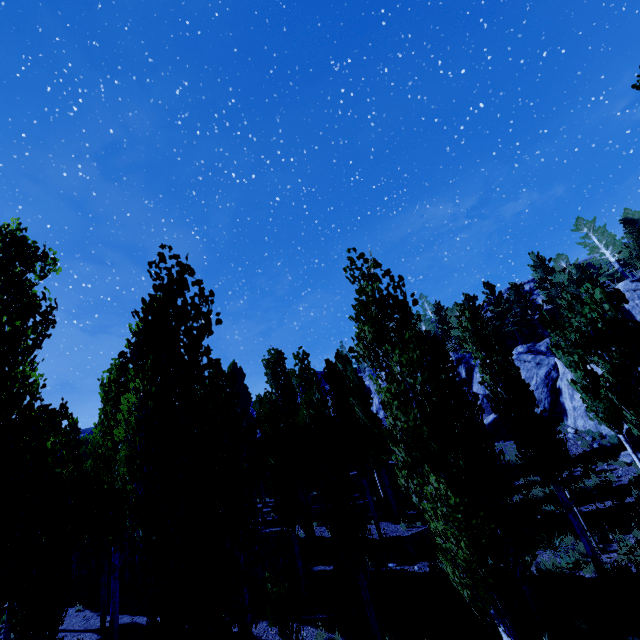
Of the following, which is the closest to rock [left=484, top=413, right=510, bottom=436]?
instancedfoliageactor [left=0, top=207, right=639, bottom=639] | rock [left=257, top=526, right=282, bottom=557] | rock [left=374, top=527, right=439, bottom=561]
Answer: instancedfoliageactor [left=0, top=207, right=639, bottom=639]

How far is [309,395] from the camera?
15.47m

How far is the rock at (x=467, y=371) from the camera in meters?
36.0

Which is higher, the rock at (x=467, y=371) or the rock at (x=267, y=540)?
the rock at (x=467, y=371)

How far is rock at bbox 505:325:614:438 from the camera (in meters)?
23.71

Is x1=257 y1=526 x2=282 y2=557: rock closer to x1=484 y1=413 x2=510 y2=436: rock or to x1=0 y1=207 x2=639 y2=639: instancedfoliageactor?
x1=0 y1=207 x2=639 y2=639: instancedfoliageactor

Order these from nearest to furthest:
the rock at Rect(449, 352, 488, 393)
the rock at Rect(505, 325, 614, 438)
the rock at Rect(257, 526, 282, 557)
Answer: the rock at Rect(257, 526, 282, 557) → the rock at Rect(505, 325, 614, 438) → the rock at Rect(449, 352, 488, 393)

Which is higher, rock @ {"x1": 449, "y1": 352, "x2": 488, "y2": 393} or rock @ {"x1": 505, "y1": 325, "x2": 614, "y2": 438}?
rock @ {"x1": 449, "y1": 352, "x2": 488, "y2": 393}
